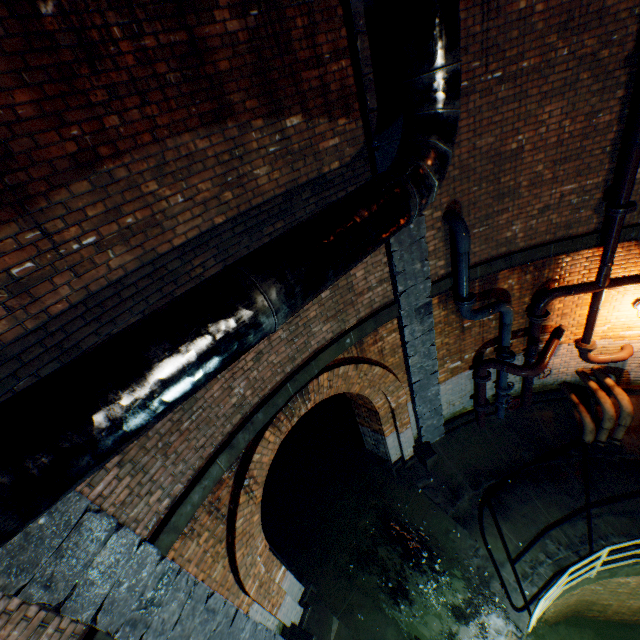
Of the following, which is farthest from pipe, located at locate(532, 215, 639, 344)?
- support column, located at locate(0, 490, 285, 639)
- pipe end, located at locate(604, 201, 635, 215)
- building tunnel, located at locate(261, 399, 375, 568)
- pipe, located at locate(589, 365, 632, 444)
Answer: support column, located at locate(0, 490, 285, 639)

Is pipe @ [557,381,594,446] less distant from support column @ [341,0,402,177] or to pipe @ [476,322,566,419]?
pipe @ [476,322,566,419]

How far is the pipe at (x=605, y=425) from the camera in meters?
6.9 m

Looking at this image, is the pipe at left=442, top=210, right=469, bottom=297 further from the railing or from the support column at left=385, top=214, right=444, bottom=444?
the railing

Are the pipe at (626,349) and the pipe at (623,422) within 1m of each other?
yes

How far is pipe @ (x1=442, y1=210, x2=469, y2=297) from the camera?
5.12m

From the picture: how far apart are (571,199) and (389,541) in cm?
783

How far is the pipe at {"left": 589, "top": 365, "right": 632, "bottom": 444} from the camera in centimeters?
677cm
